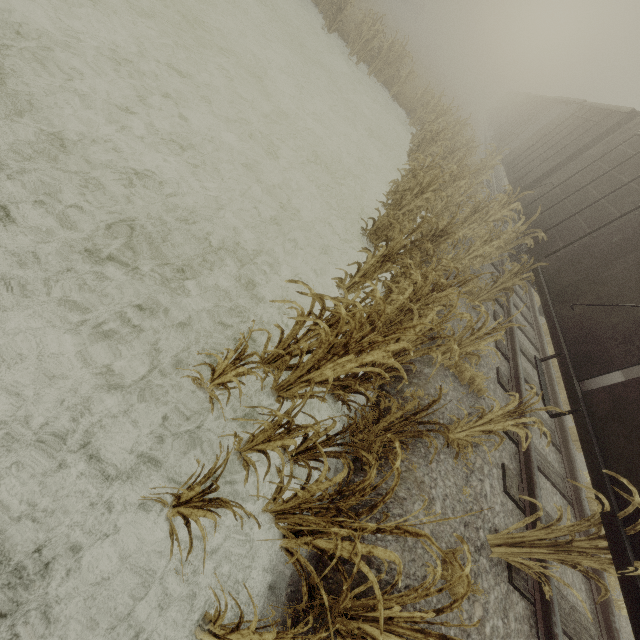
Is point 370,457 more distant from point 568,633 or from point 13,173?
point 13,173

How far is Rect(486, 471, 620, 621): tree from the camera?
2.9m

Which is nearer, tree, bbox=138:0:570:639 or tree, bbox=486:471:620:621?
tree, bbox=138:0:570:639

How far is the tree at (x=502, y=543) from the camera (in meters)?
2.88

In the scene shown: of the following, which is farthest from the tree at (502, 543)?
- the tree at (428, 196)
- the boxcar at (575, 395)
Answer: the tree at (428, 196)

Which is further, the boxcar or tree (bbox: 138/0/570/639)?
the boxcar

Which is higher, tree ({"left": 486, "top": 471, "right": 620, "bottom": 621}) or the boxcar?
the boxcar

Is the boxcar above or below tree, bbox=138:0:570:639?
above
